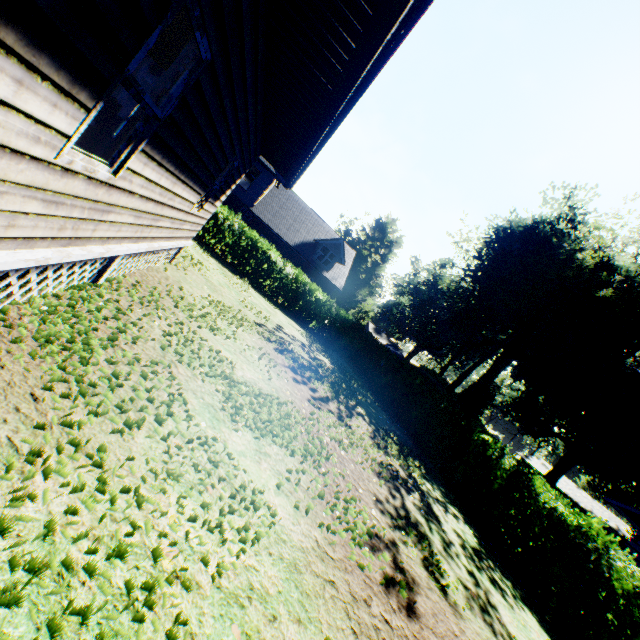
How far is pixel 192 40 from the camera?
3.1 meters

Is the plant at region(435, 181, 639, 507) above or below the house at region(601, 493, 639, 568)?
above

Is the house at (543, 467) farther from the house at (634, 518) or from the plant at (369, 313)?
the house at (634, 518)

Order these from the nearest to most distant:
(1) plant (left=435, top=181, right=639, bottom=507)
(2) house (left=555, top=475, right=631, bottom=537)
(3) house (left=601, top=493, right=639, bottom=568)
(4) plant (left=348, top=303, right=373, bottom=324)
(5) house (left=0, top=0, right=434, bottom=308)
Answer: (5) house (left=0, top=0, right=434, bottom=308) < (3) house (left=601, top=493, right=639, bottom=568) < (1) plant (left=435, top=181, right=639, bottom=507) < (4) plant (left=348, top=303, right=373, bottom=324) < (2) house (left=555, top=475, right=631, bottom=537)

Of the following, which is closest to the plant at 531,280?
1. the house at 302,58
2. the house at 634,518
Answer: the house at 634,518

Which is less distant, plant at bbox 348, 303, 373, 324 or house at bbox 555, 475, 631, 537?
plant at bbox 348, 303, 373, 324

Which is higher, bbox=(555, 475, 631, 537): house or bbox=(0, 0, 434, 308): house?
bbox=(555, 475, 631, 537): house

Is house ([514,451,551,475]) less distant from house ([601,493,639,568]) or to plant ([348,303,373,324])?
plant ([348,303,373,324])
